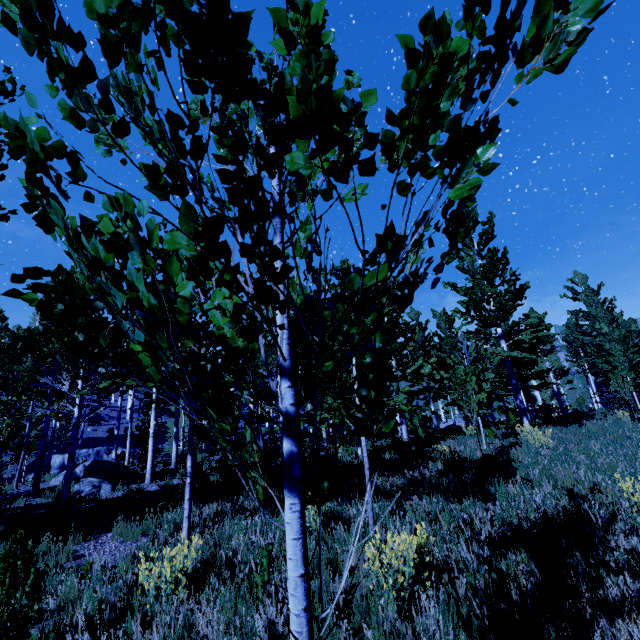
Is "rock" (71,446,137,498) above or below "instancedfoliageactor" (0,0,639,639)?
below

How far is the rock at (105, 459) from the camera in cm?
1035

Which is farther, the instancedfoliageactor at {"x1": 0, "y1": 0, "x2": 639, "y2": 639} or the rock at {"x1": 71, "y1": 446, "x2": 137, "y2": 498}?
the rock at {"x1": 71, "y1": 446, "x2": 137, "y2": 498}

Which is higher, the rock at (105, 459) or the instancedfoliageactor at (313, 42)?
the instancedfoliageactor at (313, 42)

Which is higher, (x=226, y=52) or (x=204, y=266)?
(x=226, y=52)

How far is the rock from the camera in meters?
10.3
